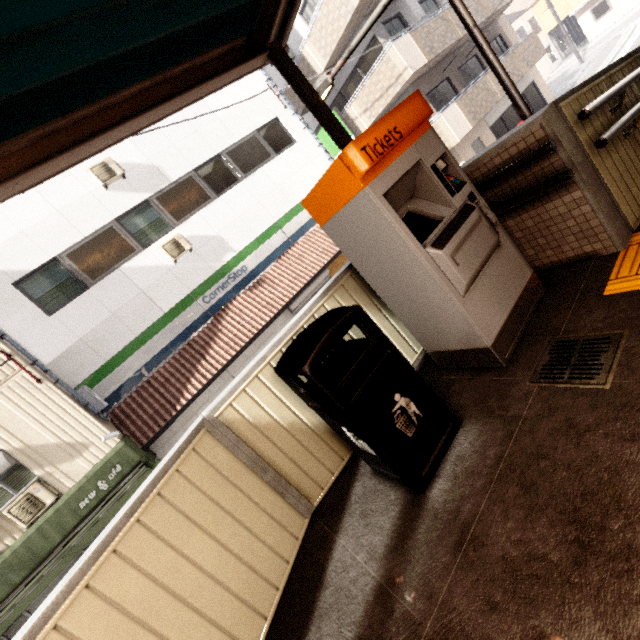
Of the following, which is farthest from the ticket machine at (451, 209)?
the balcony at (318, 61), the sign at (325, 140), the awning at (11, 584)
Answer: the balcony at (318, 61)

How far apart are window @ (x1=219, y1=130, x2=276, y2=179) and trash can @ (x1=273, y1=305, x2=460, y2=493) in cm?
1051

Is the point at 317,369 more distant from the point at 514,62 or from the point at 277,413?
the point at 514,62

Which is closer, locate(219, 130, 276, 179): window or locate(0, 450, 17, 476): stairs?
locate(0, 450, 17, 476): stairs

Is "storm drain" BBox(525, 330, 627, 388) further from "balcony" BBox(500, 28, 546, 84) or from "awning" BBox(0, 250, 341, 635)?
"balcony" BBox(500, 28, 546, 84)

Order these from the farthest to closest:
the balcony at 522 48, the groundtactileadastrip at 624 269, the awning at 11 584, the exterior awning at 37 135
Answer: the balcony at 522 48
the awning at 11 584
the groundtactileadastrip at 624 269
the exterior awning at 37 135

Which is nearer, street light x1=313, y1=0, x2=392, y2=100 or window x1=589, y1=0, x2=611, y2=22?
street light x1=313, y1=0, x2=392, y2=100

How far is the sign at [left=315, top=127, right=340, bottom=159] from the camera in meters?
12.3
